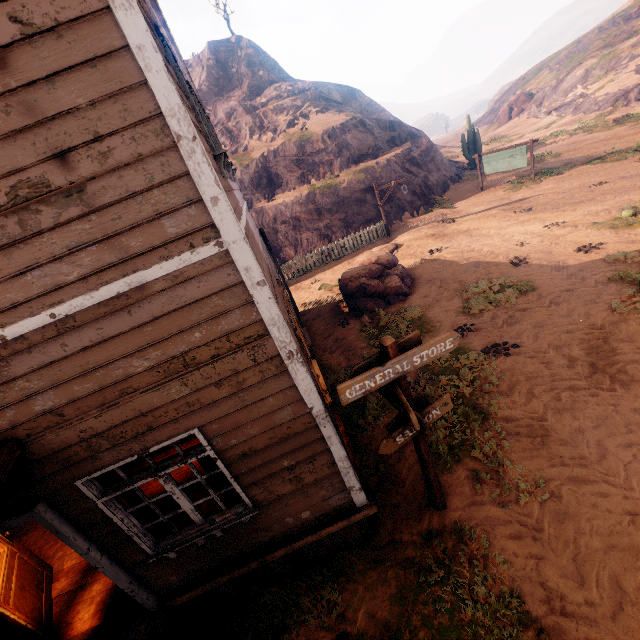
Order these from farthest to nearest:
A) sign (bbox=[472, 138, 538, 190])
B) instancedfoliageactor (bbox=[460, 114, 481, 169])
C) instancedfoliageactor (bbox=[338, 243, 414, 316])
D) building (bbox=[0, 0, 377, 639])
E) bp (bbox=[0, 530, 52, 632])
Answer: instancedfoliageactor (bbox=[460, 114, 481, 169])
sign (bbox=[472, 138, 538, 190])
instancedfoliageactor (bbox=[338, 243, 414, 316])
bp (bbox=[0, 530, 52, 632])
building (bbox=[0, 0, 377, 639])

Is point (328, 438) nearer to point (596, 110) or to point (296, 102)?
point (296, 102)

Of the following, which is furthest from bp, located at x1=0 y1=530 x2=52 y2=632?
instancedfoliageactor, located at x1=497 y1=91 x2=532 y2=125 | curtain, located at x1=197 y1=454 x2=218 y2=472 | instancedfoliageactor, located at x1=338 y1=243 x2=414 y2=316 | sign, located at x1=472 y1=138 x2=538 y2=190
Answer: instancedfoliageactor, located at x1=497 y1=91 x2=532 y2=125

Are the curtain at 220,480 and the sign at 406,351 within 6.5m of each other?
yes

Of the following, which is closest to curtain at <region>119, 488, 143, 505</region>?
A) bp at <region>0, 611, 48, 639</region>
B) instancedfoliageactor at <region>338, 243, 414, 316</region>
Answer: bp at <region>0, 611, 48, 639</region>

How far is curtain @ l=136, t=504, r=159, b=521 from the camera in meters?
4.0

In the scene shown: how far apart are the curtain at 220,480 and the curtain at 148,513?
0.8m
